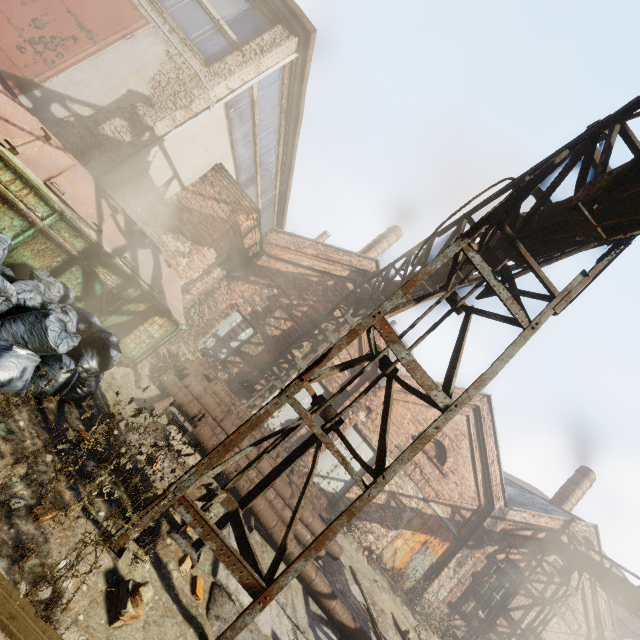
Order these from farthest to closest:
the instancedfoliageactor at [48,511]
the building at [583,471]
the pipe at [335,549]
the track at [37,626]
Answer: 1. the building at [583,471]
2. the pipe at [335,549]
3. the instancedfoliageactor at [48,511]
4. the track at [37,626]

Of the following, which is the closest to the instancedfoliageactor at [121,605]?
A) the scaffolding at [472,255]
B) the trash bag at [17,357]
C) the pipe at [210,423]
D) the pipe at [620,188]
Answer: the scaffolding at [472,255]

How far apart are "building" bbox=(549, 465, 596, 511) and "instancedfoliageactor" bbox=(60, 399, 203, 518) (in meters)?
18.59

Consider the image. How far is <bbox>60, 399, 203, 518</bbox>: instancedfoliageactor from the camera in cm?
219

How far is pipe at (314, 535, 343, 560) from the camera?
6.7m

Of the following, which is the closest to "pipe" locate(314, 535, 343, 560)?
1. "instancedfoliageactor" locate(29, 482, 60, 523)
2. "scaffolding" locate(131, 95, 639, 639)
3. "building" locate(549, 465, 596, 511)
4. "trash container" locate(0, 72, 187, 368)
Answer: "trash container" locate(0, 72, 187, 368)

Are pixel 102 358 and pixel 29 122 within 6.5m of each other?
yes
